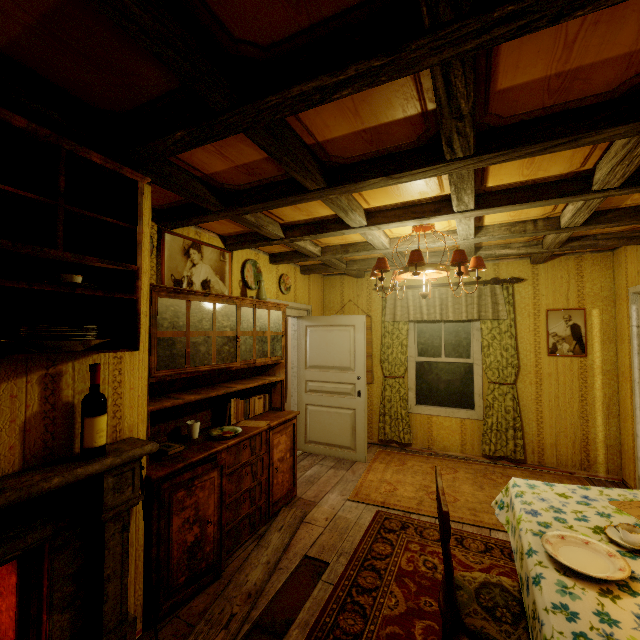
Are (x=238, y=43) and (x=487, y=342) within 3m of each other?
no

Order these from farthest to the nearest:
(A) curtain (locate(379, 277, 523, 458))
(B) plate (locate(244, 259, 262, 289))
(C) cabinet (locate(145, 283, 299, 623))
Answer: (A) curtain (locate(379, 277, 523, 458)), (B) plate (locate(244, 259, 262, 289)), (C) cabinet (locate(145, 283, 299, 623))

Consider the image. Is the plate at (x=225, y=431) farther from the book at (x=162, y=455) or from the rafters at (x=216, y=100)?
the rafters at (x=216, y=100)

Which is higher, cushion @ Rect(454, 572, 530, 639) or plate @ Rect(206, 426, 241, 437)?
plate @ Rect(206, 426, 241, 437)

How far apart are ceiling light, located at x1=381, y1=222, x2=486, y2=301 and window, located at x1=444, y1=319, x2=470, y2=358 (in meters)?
Result: 1.68

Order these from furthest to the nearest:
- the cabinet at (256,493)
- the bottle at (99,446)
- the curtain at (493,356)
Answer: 1. the curtain at (493,356)
2. the cabinet at (256,493)
3. the bottle at (99,446)

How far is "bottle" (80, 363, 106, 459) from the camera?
1.6 meters

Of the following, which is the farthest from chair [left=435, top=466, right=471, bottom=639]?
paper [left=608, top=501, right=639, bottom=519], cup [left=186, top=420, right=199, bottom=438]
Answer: cup [left=186, top=420, right=199, bottom=438]
